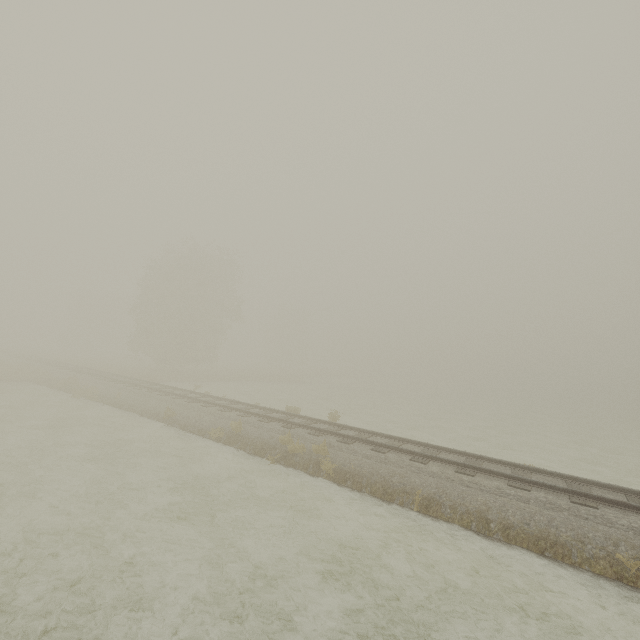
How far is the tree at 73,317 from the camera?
55.97m

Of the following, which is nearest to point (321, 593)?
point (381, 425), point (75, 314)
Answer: point (381, 425)

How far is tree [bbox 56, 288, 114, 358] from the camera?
56.0 meters
